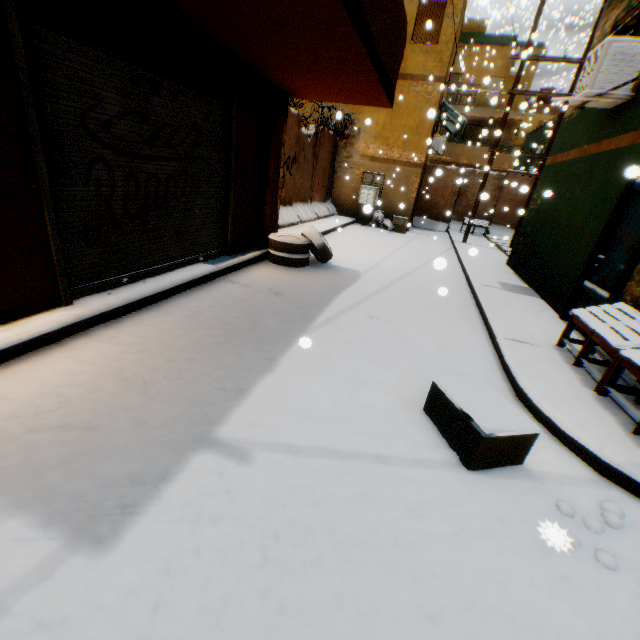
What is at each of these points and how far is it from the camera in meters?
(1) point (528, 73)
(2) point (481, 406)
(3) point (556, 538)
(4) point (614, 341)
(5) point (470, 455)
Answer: (1) building, 22.6 m
(2) cardboard box, 2.7 m
(3) apples, 1.9 m
(4) table, 3.5 m
(5) cardboard box, 2.5 m

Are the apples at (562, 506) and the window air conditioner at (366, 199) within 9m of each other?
no

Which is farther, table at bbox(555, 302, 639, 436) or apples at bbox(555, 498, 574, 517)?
table at bbox(555, 302, 639, 436)

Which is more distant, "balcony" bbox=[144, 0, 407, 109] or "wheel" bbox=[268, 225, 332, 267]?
"wheel" bbox=[268, 225, 332, 267]

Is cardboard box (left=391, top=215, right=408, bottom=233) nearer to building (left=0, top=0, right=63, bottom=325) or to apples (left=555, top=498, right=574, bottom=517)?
building (left=0, top=0, right=63, bottom=325)

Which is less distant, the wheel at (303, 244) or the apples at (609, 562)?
the apples at (609, 562)

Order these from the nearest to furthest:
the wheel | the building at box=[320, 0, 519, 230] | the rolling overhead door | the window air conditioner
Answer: the rolling overhead door < the wheel < the building at box=[320, 0, 519, 230] < the window air conditioner

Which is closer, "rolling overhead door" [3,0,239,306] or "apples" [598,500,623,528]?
"apples" [598,500,623,528]
